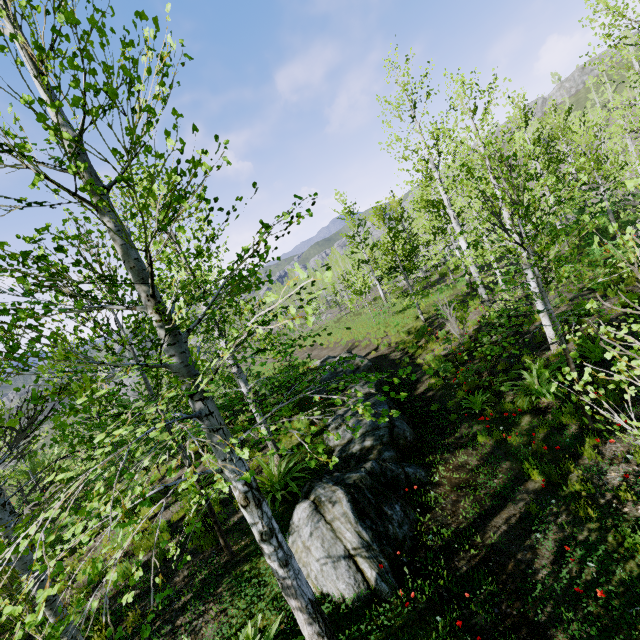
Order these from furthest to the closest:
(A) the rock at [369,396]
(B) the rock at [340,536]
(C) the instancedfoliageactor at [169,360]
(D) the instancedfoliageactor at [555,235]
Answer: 1. (A) the rock at [369,396]
2. (D) the instancedfoliageactor at [555,235]
3. (B) the rock at [340,536]
4. (C) the instancedfoliageactor at [169,360]

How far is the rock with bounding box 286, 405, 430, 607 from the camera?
4.78m

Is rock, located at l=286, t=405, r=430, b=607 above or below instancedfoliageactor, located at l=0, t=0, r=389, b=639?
below

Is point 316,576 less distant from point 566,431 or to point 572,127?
point 566,431

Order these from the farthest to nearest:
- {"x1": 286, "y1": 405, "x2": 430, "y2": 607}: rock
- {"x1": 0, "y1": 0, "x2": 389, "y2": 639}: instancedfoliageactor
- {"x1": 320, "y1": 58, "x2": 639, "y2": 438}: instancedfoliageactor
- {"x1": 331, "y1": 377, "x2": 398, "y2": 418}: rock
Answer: {"x1": 331, "y1": 377, "x2": 398, "y2": 418}: rock → {"x1": 320, "y1": 58, "x2": 639, "y2": 438}: instancedfoliageactor → {"x1": 286, "y1": 405, "x2": 430, "y2": 607}: rock → {"x1": 0, "y1": 0, "x2": 389, "y2": 639}: instancedfoliageactor

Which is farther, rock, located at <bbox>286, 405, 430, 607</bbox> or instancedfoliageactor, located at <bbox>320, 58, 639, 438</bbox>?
instancedfoliageactor, located at <bbox>320, 58, 639, 438</bbox>

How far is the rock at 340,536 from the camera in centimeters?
478cm
